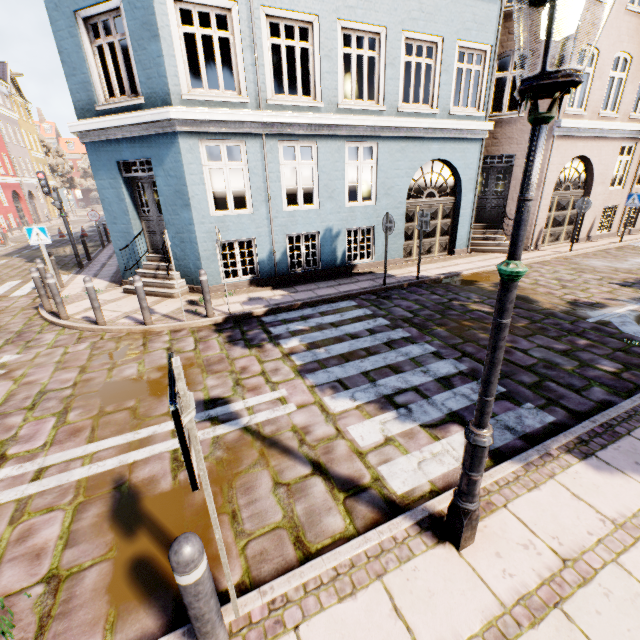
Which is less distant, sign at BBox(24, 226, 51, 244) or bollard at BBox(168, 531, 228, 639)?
bollard at BBox(168, 531, 228, 639)

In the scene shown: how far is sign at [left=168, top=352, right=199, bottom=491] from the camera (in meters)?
1.29

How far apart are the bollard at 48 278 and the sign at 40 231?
2.0m

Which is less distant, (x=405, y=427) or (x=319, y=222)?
(x=405, y=427)

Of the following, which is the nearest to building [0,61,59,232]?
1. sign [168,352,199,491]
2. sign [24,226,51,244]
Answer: sign [24,226,51,244]

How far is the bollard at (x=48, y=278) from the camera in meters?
7.2 m

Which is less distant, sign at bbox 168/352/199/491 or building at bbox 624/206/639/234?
sign at bbox 168/352/199/491

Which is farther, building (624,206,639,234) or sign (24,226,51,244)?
building (624,206,639,234)
